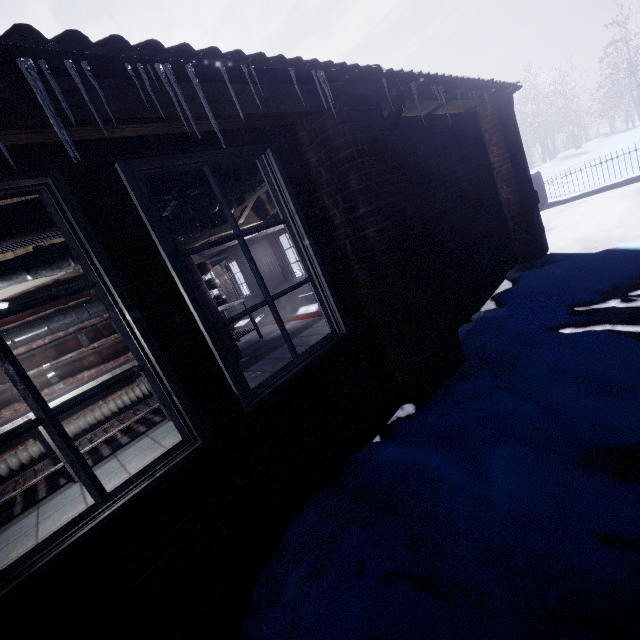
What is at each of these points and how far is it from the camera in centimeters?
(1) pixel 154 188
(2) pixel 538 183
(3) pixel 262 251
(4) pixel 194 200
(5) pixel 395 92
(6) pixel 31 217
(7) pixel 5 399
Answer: (1) pipe, 224cm
(2) fence, 771cm
(3) door, 886cm
(4) wire, 290cm
(5) pipe, 228cm
(6) pipe, 177cm
(7) pipe, 329cm

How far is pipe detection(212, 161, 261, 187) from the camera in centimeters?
258cm

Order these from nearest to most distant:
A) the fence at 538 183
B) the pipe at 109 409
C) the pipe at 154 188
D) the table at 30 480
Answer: the pipe at 154 188 < the table at 30 480 < the pipe at 109 409 < the fence at 538 183

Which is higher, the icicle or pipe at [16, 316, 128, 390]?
the icicle

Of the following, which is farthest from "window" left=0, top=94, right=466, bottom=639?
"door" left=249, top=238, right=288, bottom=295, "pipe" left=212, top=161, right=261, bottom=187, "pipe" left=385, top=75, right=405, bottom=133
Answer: "door" left=249, top=238, right=288, bottom=295

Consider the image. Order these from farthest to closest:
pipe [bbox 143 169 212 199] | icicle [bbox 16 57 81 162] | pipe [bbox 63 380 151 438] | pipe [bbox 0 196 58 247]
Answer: pipe [bbox 63 380 151 438], pipe [bbox 143 169 212 199], pipe [bbox 0 196 58 247], icicle [bbox 16 57 81 162]

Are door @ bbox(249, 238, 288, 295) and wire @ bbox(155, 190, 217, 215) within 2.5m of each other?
no

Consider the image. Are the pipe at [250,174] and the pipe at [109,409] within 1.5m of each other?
no
